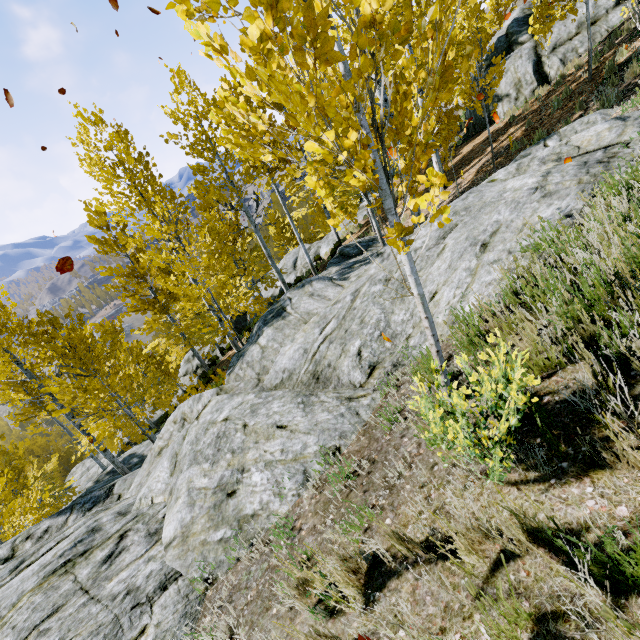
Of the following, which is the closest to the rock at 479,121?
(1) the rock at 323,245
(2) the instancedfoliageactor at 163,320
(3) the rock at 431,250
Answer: (2) the instancedfoliageactor at 163,320

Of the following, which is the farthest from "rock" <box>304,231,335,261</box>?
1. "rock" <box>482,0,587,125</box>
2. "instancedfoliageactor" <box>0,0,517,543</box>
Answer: "rock" <box>482,0,587,125</box>

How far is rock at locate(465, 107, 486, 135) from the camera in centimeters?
1637cm

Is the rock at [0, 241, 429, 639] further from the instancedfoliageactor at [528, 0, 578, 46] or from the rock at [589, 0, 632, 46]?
the rock at [589, 0, 632, 46]

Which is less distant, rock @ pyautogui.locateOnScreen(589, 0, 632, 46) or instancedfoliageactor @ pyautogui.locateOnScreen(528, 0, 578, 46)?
instancedfoliageactor @ pyautogui.locateOnScreen(528, 0, 578, 46)

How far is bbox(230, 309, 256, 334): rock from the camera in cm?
2340

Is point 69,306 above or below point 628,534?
above

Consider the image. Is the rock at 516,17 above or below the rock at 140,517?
above
